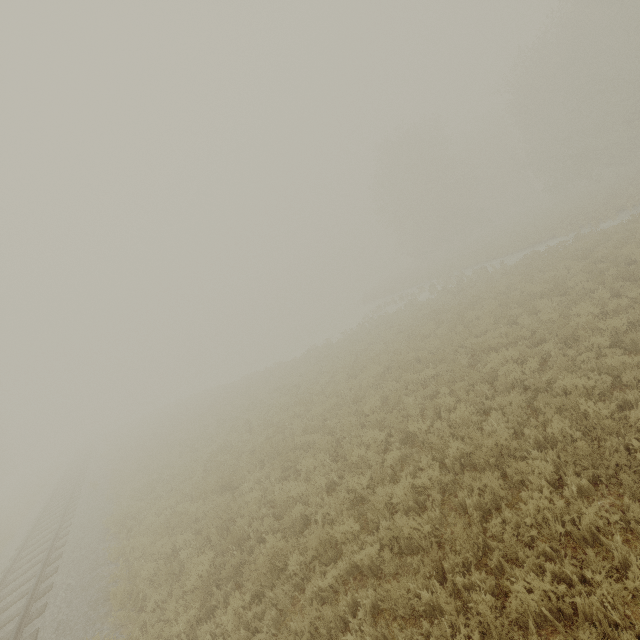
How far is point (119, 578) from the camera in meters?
8.8
